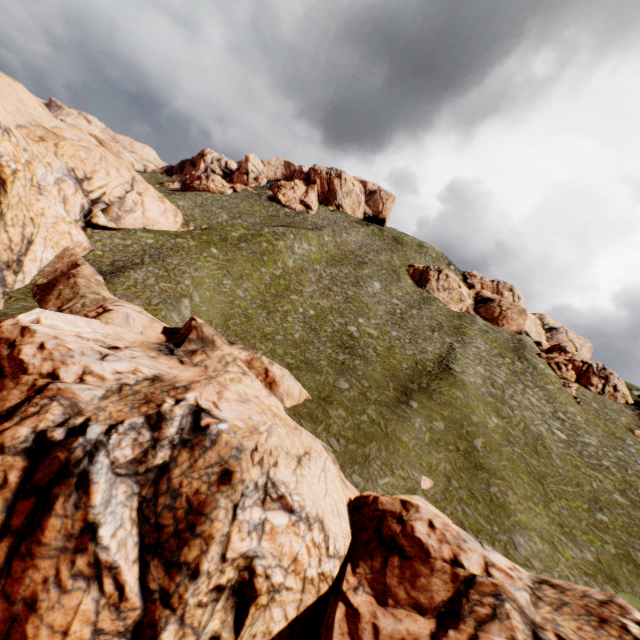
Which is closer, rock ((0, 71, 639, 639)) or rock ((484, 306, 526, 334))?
rock ((0, 71, 639, 639))

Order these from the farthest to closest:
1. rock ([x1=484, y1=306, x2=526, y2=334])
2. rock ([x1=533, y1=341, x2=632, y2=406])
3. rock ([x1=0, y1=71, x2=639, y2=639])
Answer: rock ([x1=484, y1=306, x2=526, y2=334]) → rock ([x1=533, y1=341, x2=632, y2=406]) → rock ([x1=0, y1=71, x2=639, y2=639])

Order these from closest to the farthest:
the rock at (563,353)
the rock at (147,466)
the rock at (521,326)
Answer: the rock at (147,466)
the rock at (563,353)
the rock at (521,326)

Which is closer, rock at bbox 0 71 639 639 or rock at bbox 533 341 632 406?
rock at bbox 0 71 639 639

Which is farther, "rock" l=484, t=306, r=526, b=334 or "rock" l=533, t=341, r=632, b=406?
"rock" l=484, t=306, r=526, b=334

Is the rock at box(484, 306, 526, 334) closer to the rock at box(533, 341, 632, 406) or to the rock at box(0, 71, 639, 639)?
the rock at box(533, 341, 632, 406)

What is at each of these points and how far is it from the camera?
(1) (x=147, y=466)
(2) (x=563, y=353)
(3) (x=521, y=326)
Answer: (1) rock, 11.0m
(2) rock, 54.7m
(3) rock, 59.2m

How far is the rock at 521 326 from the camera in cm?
5800
